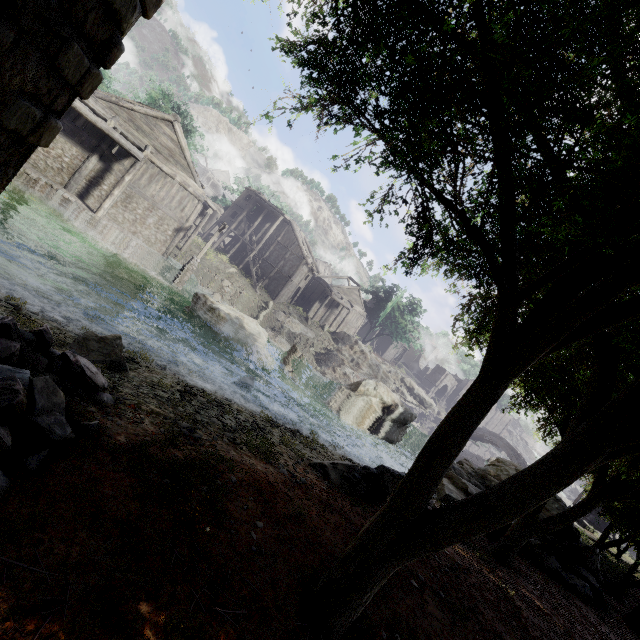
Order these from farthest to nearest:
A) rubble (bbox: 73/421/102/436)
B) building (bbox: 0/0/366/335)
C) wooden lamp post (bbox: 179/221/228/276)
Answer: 1. wooden lamp post (bbox: 179/221/228/276)
2. rubble (bbox: 73/421/102/436)
3. building (bbox: 0/0/366/335)

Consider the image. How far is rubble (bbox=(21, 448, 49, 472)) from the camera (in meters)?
3.09

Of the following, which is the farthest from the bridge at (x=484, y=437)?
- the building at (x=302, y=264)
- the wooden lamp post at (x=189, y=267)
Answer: the wooden lamp post at (x=189, y=267)

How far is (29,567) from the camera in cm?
238

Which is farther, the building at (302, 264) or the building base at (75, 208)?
the building base at (75, 208)

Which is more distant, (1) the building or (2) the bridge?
(2) the bridge

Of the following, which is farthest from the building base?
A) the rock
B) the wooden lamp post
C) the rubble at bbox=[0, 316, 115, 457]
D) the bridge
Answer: the bridge

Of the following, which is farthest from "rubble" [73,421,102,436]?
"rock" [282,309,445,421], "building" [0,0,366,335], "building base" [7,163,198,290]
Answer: "rock" [282,309,445,421]
